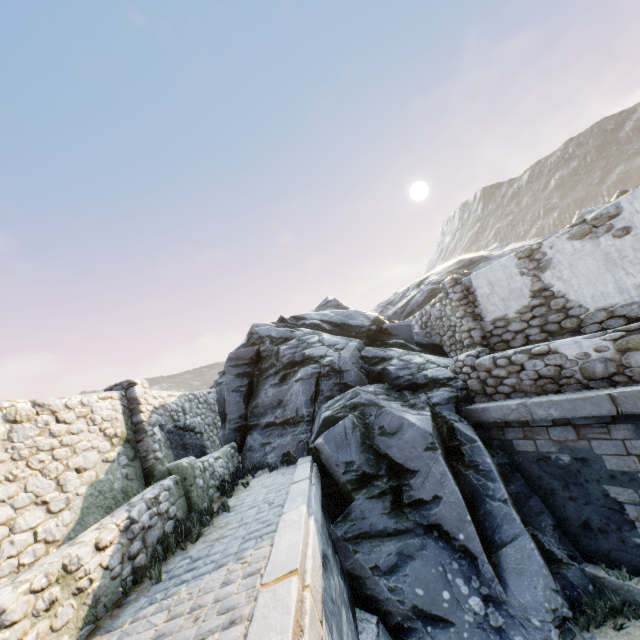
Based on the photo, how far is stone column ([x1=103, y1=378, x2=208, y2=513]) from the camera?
6.39m

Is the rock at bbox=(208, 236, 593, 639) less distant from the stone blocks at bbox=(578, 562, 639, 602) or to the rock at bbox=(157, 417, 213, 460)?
the stone blocks at bbox=(578, 562, 639, 602)

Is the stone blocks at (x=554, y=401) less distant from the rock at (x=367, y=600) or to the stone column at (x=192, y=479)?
the rock at (x=367, y=600)

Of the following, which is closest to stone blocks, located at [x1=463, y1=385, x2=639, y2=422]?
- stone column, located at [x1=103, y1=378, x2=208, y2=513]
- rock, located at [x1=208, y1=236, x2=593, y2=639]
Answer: rock, located at [x1=208, y1=236, x2=593, y2=639]

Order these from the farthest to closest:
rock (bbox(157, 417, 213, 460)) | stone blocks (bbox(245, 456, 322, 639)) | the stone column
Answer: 1. rock (bbox(157, 417, 213, 460))
2. the stone column
3. stone blocks (bbox(245, 456, 322, 639))

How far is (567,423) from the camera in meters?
6.0 m

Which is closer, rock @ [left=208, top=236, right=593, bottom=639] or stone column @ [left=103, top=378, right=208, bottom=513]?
rock @ [left=208, top=236, right=593, bottom=639]

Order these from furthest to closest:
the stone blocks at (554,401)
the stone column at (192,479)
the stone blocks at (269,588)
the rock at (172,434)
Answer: the rock at (172,434) → the stone column at (192,479) → the stone blocks at (554,401) → the stone blocks at (269,588)
